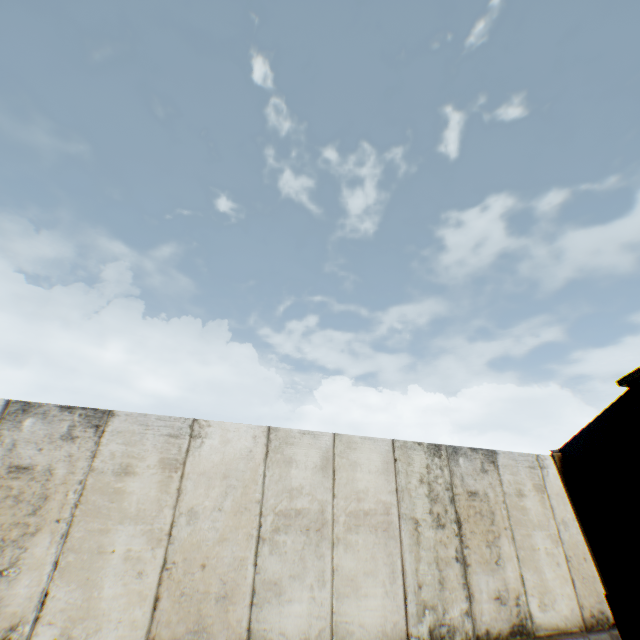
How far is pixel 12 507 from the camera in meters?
4.0
